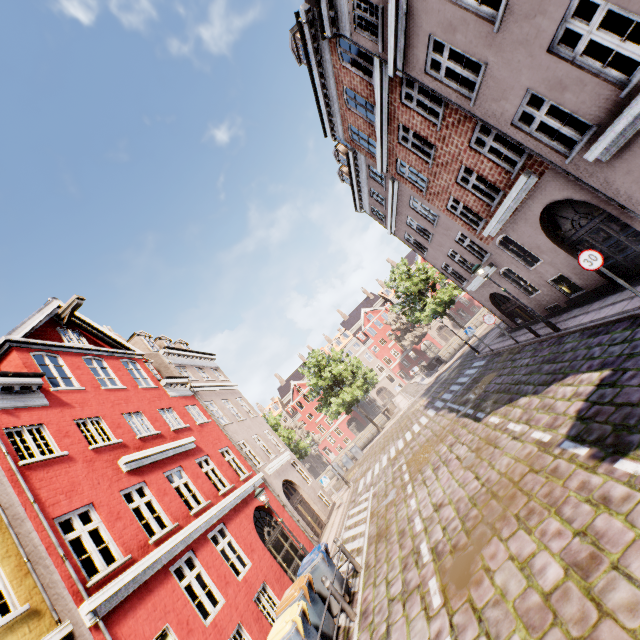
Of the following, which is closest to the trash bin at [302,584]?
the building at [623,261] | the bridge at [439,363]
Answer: the building at [623,261]

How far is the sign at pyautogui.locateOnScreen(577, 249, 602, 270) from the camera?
7.77m

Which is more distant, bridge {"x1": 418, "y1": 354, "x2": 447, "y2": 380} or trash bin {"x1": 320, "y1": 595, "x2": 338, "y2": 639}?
bridge {"x1": 418, "y1": 354, "x2": 447, "y2": 380}

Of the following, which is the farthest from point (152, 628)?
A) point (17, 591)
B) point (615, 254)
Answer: point (615, 254)

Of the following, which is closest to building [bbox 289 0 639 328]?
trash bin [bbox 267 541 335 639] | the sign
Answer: the sign

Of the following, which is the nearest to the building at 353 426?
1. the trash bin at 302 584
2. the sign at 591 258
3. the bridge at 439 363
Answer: the sign at 591 258

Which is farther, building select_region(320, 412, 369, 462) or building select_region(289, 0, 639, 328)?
building select_region(320, 412, 369, 462)

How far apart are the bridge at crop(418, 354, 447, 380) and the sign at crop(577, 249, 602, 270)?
29.90m
